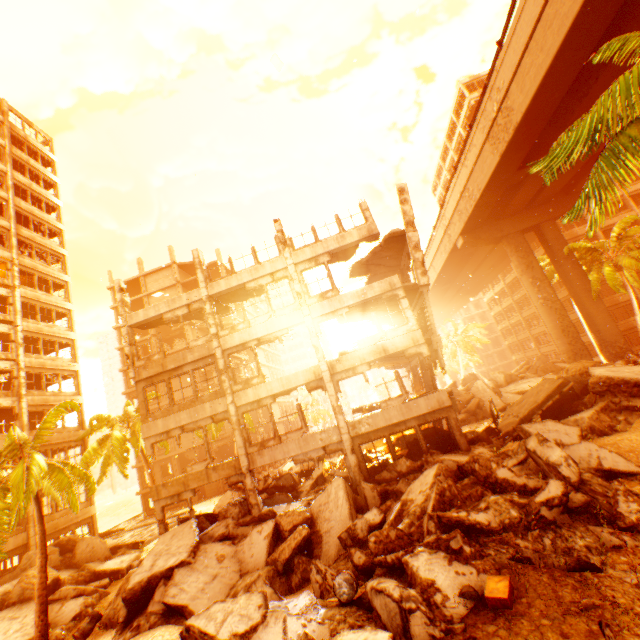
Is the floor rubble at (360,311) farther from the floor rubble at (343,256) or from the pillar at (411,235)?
the floor rubble at (343,256)

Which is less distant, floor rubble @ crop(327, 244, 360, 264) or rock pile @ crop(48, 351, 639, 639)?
rock pile @ crop(48, 351, 639, 639)

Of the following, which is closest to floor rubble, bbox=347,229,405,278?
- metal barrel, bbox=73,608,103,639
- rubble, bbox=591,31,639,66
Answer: rubble, bbox=591,31,639,66

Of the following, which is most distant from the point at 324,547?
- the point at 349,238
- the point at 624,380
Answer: the point at 349,238

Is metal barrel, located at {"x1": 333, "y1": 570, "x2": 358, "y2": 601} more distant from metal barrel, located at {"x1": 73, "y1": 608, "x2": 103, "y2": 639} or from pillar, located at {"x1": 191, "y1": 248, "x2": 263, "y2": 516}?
metal barrel, located at {"x1": 73, "y1": 608, "x2": 103, "y2": 639}

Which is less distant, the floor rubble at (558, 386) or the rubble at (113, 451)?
the rubble at (113, 451)

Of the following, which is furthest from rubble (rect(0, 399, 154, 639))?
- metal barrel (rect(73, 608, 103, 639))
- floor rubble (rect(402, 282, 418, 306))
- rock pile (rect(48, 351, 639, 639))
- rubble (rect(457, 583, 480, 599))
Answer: floor rubble (rect(402, 282, 418, 306))

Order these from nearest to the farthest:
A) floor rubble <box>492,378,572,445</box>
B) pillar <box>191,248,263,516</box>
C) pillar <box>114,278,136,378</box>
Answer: floor rubble <box>492,378,572,445</box> < pillar <box>191,248,263,516</box> < pillar <box>114,278,136,378</box>
